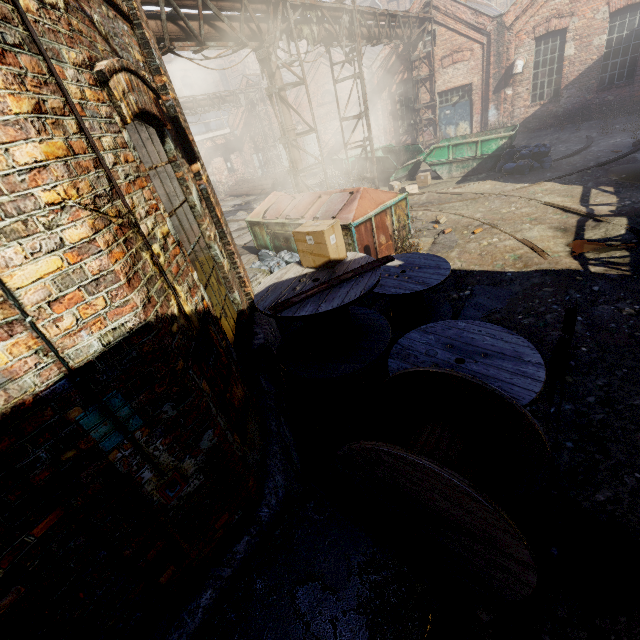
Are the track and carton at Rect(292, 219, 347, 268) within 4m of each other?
yes

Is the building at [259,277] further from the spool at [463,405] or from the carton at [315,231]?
the carton at [315,231]

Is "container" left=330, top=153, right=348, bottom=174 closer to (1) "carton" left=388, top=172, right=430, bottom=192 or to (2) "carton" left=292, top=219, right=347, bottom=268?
(1) "carton" left=388, top=172, right=430, bottom=192

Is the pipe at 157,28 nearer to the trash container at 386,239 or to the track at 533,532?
the trash container at 386,239

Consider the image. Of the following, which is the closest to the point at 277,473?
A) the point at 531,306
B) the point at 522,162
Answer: the point at 531,306

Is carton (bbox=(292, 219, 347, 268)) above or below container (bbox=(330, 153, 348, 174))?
above

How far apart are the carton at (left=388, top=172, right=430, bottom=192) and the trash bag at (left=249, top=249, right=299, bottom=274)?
6.55m

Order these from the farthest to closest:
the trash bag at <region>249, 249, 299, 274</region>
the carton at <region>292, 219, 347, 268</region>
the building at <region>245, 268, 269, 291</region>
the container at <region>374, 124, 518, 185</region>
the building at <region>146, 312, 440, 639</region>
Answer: the container at <region>374, 124, 518, 185</region>, the trash bag at <region>249, 249, 299, 274</region>, the building at <region>245, 268, 269, 291</region>, the carton at <region>292, 219, 347, 268</region>, the building at <region>146, 312, 440, 639</region>
